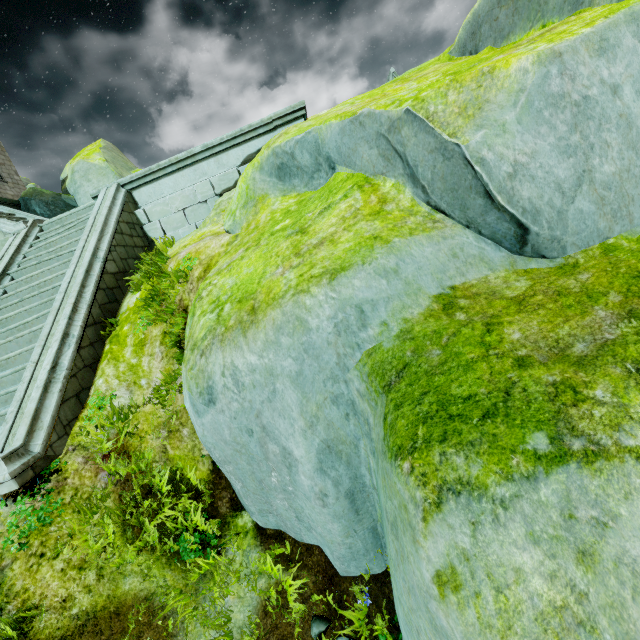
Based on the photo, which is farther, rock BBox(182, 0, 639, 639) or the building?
the building

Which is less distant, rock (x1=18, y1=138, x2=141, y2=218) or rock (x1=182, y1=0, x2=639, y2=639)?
rock (x1=182, y1=0, x2=639, y2=639)

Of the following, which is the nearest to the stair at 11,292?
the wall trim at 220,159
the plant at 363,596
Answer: the wall trim at 220,159

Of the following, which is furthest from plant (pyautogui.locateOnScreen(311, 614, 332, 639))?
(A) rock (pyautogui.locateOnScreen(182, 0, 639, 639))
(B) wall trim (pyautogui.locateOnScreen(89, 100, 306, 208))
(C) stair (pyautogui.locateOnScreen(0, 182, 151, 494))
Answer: (B) wall trim (pyautogui.locateOnScreen(89, 100, 306, 208))

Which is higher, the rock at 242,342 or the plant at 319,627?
the rock at 242,342

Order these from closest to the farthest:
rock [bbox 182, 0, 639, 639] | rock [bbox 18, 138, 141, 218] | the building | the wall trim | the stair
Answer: rock [bbox 182, 0, 639, 639] < the stair < the wall trim < rock [bbox 18, 138, 141, 218] < the building

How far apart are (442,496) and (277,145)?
5.9m

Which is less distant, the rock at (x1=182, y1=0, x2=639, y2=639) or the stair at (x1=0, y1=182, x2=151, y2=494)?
the rock at (x1=182, y1=0, x2=639, y2=639)
